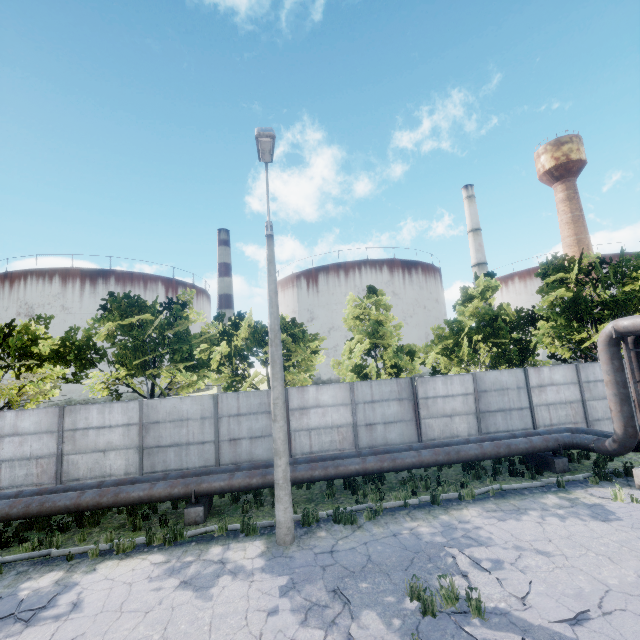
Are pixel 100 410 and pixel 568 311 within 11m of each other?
no

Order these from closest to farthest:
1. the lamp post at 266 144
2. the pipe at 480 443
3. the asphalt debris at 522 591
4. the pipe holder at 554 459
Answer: the asphalt debris at 522 591
the lamp post at 266 144
the pipe at 480 443
the pipe holder at 554 459

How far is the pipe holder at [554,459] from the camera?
11.83m

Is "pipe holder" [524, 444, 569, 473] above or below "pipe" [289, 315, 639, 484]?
below

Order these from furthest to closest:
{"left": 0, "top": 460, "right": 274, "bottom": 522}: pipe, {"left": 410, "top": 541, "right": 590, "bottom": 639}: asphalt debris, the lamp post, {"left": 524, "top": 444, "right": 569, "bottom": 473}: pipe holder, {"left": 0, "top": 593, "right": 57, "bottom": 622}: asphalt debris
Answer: {"left": 524, "top": 444, "right": 569, "bottom": 473}: pipe holder → {"left": 0, "top": 460, "right": 274, "bottom": 522}: pipe → the lamp post → {"left": 0, "top": 593, "right": 57, "bottom": 622}: asphalt debris → {"left": 410, "top": 541, "right": 590, "bottom": 639}: asphalt debris

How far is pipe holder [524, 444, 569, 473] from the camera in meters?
11.8

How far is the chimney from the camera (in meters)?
57.00

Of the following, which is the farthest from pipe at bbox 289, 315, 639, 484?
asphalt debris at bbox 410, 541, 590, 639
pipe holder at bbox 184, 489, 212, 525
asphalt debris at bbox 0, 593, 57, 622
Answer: asphalt debris at bbox 410, 541, 590, 639
